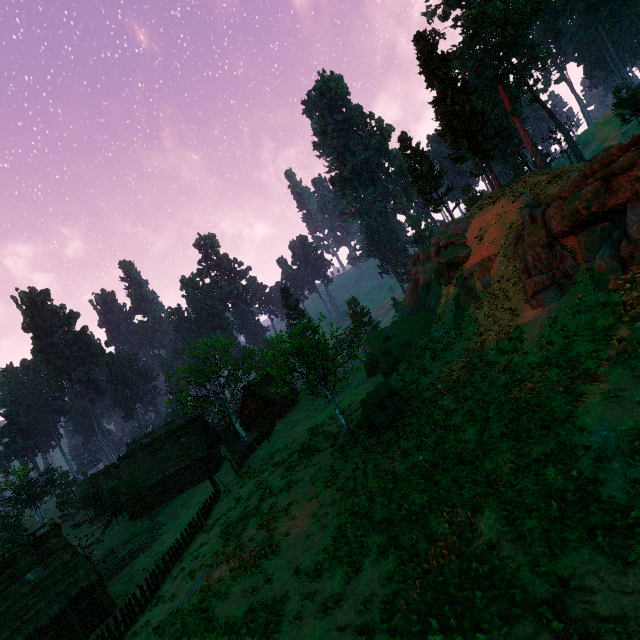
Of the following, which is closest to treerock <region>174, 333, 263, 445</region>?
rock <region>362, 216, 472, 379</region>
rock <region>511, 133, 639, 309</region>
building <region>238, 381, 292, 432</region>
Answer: building <region>238, 381, 292, 432</region>

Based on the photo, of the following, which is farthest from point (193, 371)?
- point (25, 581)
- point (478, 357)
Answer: point (478, 357)

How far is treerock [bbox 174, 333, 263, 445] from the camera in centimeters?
3966cm

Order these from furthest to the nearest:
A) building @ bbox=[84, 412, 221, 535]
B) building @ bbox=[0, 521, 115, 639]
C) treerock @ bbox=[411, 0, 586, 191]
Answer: building @ bbox=[84, 412, 221, 535] → treerock @ bbox=[411, 0, 586, 191] → building @ bbox=[0, 521, 115, 639]

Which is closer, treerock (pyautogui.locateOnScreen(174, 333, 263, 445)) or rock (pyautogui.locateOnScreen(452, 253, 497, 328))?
rock (pyautogui.locateOnScreen(452, 253, 497, 328))

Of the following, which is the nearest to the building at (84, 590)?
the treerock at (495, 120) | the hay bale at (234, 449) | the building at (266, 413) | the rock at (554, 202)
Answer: the treerock at (495, 120)

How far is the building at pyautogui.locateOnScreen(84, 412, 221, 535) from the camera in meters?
42.7 m

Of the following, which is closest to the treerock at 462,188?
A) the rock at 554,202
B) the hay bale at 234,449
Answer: the hay bale at 234,449
